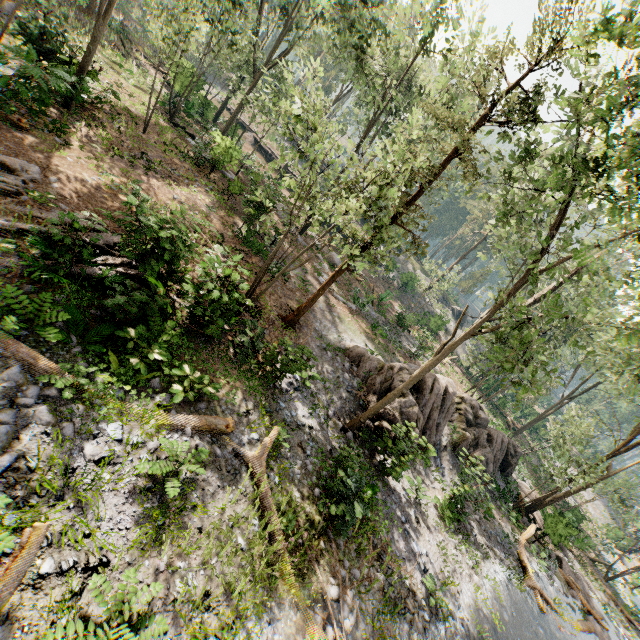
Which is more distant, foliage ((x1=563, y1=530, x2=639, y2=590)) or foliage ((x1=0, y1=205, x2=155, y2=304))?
foliage ((x1=563, y1=530, x2=639, y2=590))

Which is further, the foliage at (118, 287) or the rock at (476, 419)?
the rock at (476, 419)

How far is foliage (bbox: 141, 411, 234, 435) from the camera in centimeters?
765cm

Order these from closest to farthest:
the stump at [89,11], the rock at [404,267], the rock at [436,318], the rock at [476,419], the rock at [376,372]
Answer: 1. the rock at [476,419]
2. the rock at [376,372]
3. the stump at [89,11]
4. the rock at [436,318]
5. the rock at [404,267]

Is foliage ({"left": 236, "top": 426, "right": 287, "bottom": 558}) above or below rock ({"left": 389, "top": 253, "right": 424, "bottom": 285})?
below

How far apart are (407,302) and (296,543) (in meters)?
37.44

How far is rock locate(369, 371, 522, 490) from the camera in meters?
14.9

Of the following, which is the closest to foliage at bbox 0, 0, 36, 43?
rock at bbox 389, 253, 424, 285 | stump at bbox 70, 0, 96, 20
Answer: rock at bbox 389, 253, 424, 285
